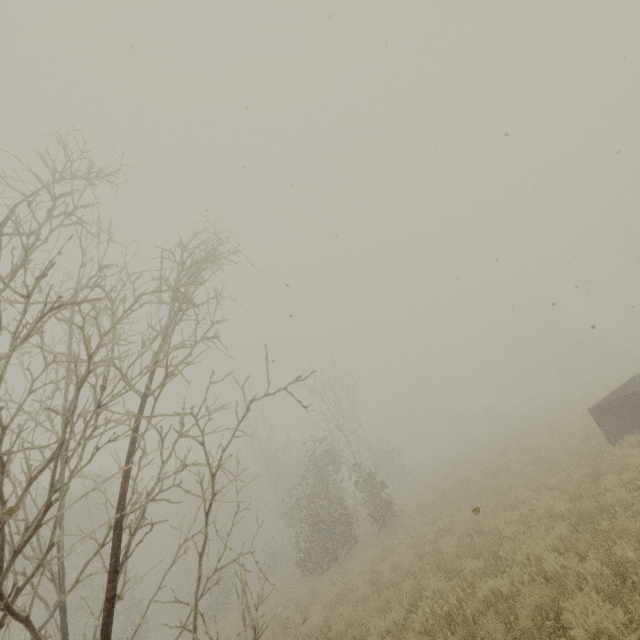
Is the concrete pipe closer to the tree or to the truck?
the truck

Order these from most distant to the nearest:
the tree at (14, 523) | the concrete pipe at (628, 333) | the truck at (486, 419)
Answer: the concrete pipe at (628, 333)
the truck at (486, 419)
the tree at (14, 523)

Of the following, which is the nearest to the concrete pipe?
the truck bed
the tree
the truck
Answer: the truck

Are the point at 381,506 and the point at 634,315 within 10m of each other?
no

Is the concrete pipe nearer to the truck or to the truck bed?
the truck

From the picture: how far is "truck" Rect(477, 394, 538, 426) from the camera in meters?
40.6 m

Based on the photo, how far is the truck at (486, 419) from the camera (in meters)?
40.62

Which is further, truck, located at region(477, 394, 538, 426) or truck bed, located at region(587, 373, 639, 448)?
truck, located at region(477, 394, 538, 426)
